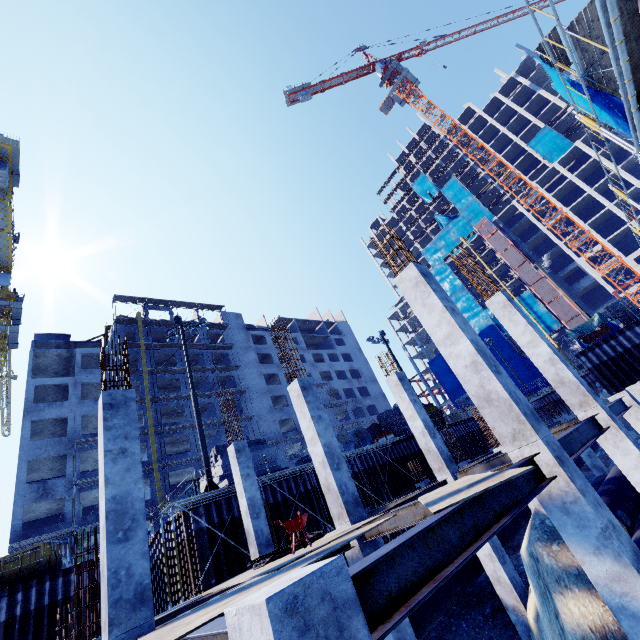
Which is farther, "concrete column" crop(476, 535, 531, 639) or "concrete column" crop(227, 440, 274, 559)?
"concrete column" crop(227, 440, 274, 559)

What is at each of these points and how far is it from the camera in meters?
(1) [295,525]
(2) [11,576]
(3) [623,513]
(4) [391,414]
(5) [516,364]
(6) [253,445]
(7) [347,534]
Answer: (1) wheelbarrow, 6.0
(2) dumpster, 16.5
(3) pipe, 8.2
(4) wooden box, 27.8
(5) tarp, 56.7
(6) concrete beam, 22.5
(7) plywood, 5.9

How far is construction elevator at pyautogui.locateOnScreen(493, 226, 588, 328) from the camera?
50.4 meters

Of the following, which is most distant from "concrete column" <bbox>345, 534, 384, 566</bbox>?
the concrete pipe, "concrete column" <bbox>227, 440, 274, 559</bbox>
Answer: the concrete pipe

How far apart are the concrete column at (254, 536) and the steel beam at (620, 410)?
10.8m

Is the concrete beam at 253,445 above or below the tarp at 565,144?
below

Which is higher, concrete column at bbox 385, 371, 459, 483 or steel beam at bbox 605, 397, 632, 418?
concrete column at bbox 385, 371, 459, 483

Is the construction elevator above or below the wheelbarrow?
above
